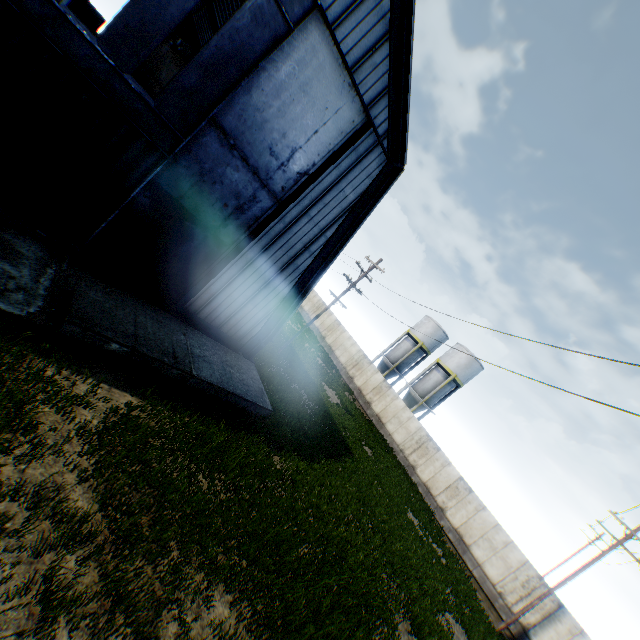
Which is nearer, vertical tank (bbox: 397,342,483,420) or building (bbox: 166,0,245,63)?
building (bbox: 166,0,245,63)

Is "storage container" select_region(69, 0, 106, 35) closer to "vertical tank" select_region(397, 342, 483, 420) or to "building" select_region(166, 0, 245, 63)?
"building" select_region(166, 0, 245, 63)

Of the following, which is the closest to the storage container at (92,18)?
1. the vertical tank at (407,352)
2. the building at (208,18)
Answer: the building at (208,18)

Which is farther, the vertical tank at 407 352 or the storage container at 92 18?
the vertical tank at 407 352

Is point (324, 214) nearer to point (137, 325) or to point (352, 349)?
point (137, 325)

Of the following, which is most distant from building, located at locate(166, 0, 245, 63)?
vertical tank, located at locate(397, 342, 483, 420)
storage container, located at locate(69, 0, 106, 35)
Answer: vertical tank, located at locate(397, 342, 483, 420)

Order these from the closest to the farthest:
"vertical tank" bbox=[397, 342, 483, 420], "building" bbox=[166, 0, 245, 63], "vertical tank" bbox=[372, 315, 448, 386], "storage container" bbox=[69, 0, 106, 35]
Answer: "storage container" bbox=[69, 0, 106, 35], "building" bbox=[166, 0, 245, 63], "vertical tank" bbox=[397, 342, 483, 420], "vertical tank" bbox=[372, 315, 448, 386]

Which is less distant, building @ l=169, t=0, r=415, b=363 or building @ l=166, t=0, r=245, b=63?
building @ l=169, t=0, r=415, b=363
